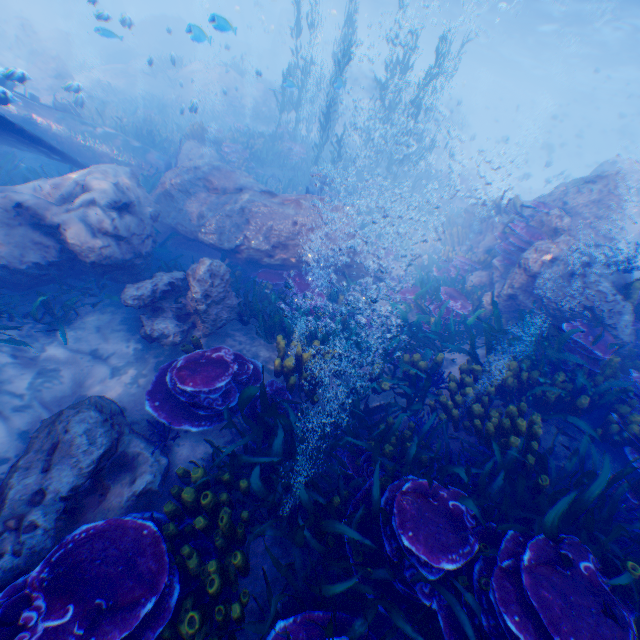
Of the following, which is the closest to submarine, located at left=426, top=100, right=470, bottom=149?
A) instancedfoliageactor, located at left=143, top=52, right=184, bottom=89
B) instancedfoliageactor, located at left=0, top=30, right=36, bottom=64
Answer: instancedfoliageactor, located at left=143, top=52, right=184, bottom=89

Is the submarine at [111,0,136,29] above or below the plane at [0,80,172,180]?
above

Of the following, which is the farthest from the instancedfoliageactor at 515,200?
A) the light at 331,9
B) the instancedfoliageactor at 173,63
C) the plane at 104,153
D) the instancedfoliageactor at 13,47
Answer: the instancedfoliageactor at 13,47

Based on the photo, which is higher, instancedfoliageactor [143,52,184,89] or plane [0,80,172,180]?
instancedfoliageactor [143,52,184,89]

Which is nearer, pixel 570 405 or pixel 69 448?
pixel 69 448

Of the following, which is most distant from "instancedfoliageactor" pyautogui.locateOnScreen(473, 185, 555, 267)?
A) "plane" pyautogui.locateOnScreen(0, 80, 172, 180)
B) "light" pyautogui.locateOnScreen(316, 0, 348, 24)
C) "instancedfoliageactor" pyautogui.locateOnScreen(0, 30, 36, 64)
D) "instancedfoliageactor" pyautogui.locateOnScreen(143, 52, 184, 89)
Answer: "instancedfoliageactor" pyautogui.locateOnScreen(0, 30, 36, 64)

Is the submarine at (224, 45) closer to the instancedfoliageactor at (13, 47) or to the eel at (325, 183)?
the eel at (325, 183)

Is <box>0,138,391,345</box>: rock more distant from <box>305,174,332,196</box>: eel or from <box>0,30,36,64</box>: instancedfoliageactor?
<box>0,30,36,64</box>: instancedfoliageactor
